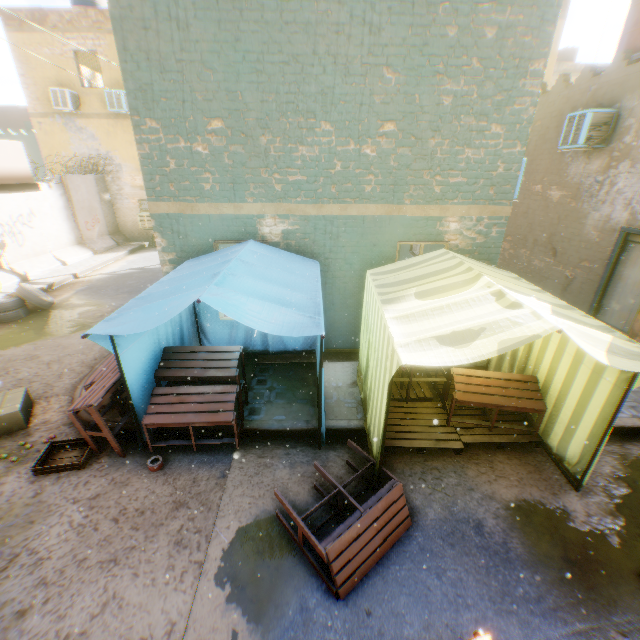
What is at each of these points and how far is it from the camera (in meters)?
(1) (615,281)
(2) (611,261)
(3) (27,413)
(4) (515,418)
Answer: (1) door, 8.02
(2) door frame, 7.99
(3) cardboard box, 5.39
(4) wooden pallet, 5.18

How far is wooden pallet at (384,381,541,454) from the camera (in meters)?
4.68

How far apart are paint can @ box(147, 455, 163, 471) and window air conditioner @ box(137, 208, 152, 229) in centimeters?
1556cm

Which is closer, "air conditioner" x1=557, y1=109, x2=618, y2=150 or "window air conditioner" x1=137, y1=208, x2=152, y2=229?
"air conditioner" x1=557, y1=109, x2=618, y2=150

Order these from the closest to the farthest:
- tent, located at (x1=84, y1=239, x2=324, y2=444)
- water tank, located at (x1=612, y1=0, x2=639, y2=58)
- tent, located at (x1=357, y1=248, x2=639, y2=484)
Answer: tent, located at (x1=357, y1=248, x2=639, y2=484) < tent, located at (x1=84, y1=239, x2=324, y2=444) < water tank, located at (x1=612, y1=0, x2=639, y2=58)

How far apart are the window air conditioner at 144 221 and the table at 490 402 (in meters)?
17.17

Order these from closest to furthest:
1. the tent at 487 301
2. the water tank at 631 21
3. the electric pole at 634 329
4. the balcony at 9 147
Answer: the tent at 487 301 < the electric pole at 634 329 < the balcony at 9 147 < the water tank at 631 21

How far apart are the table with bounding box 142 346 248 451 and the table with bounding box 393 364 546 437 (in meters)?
3.20
